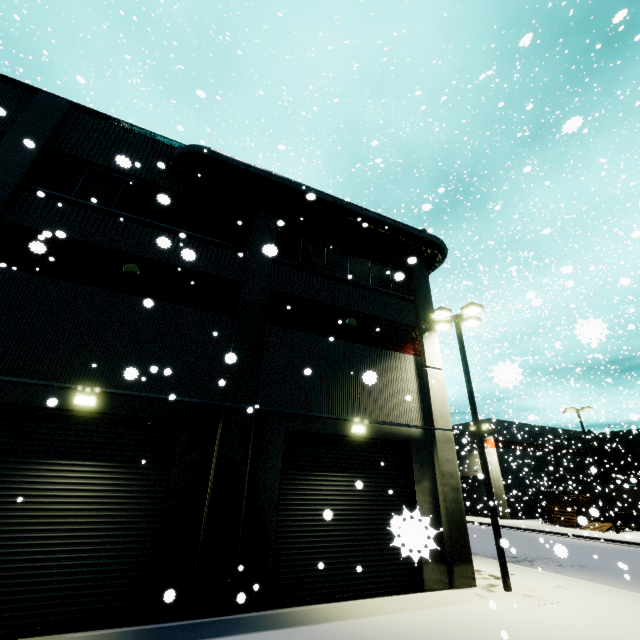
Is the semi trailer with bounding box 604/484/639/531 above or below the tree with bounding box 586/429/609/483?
below

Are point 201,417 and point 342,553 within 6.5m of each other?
yes

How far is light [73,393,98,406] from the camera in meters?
8.1

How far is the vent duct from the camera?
11.9m

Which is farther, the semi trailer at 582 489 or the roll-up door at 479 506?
the roll-up door at 479 506

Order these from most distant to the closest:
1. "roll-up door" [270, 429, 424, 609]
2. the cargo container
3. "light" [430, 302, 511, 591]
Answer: the cargo container
"light" [430, 302, 511, 591]
"roll-up door" [270, 429, 424, 609]

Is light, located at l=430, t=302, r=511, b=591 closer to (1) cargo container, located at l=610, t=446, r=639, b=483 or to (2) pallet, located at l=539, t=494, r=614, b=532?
(1) cargo container, located at l=610, t=446, r=639, b=483

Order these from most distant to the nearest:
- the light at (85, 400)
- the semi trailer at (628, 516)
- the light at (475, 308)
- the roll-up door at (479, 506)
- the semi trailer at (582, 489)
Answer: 1. the roll-up door at (479, 506)
2. the semi trailer at (582, 489)
3. the semi trailer at (628, 516)
4. the light at (475, 308)
5. the light at (85, 400)
